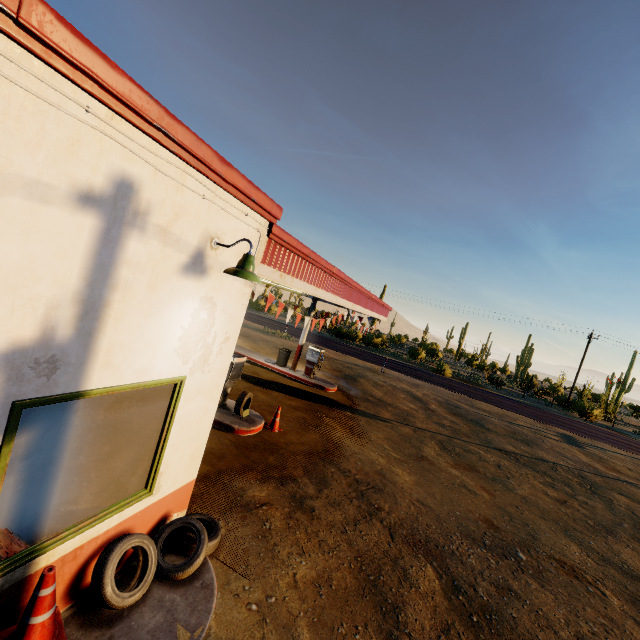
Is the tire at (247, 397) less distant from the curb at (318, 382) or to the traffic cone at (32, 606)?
the traffic cone at (32, 606)

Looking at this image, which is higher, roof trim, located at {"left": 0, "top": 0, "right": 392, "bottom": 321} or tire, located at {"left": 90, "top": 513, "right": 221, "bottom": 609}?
roof trim, located at {"left": 0, "top": 0, "right": 392, "bottom": 321}

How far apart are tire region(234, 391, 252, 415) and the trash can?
6.9m

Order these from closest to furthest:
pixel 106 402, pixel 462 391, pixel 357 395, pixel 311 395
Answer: pixel 106 402
pixel 311 395
pixel 357 395
pixel 462 391

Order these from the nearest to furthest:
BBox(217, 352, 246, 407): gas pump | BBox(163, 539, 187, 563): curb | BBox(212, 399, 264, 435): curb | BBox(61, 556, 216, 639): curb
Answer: BBox(61, 556, 216, 639): curb < BBox(163, 539, 187, 563): curb < BBox(212, 399, 264, 435): curb < BBox(217, 352, 246, 407): gas pump

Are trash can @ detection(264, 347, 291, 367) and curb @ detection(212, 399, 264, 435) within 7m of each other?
yes

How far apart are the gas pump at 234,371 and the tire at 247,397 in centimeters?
47cm

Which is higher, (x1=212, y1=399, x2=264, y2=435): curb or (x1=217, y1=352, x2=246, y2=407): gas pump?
(x1=217, y1=352, x2=246, y2=407): gas pump
